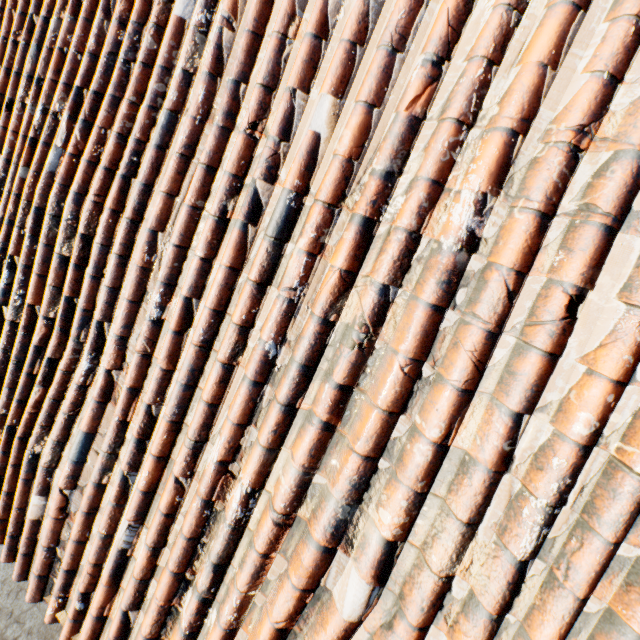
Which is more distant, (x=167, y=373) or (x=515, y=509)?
(x=167, y=373)
